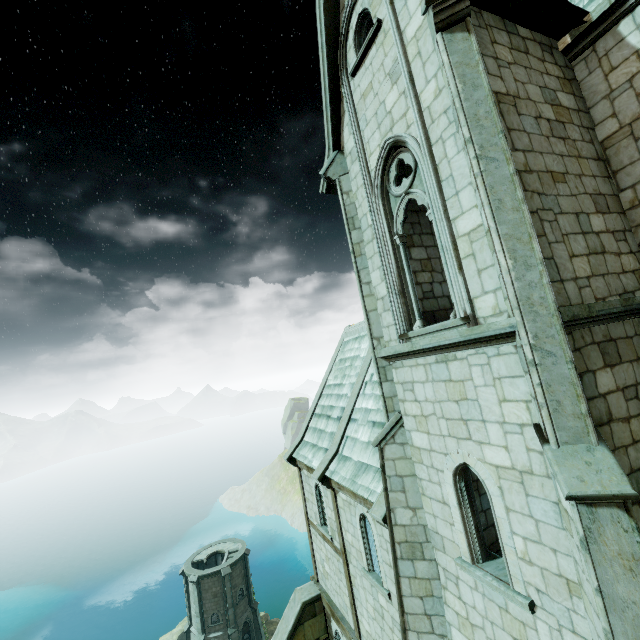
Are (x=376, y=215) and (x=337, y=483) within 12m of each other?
yes

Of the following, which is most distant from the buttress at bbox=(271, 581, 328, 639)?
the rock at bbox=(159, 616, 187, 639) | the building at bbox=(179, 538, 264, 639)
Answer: the building at bbox=(179, 538, 264, 639)

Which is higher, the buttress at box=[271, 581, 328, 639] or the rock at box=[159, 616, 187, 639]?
the buttress at box=[271, 581, 328, 639]

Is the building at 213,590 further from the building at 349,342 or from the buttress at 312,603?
the building at 349,342

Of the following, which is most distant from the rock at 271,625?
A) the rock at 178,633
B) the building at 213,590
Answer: the rock at 178,633

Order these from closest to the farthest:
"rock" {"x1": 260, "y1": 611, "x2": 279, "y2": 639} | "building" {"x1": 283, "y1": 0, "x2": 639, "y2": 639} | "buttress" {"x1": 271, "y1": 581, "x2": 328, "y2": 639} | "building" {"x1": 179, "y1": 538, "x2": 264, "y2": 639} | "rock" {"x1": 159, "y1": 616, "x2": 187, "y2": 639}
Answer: "building" {"x1": 283, "y1": 0, "x2": 639, "y2": 639} → "buttress" {"x1": 271, "y1": 581, "x2": 328, "y2": 639} → "building" {"x1": 179, "y1": 538, "x2": 264, "y2": 639} → "rock" {"x1": 159, "y1": 616, "x2": 187, "y2": 639} → "rock" {"x1": 260, "y1": 611, "x2": 279, "y2": 639}

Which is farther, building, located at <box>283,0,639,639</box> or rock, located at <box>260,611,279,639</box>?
rock, located at <box>260,611,279,639</box>

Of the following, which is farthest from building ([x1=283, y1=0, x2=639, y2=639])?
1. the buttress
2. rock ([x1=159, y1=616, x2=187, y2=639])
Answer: rock ([x1=159, y1=616, x2=187, y2=639])
